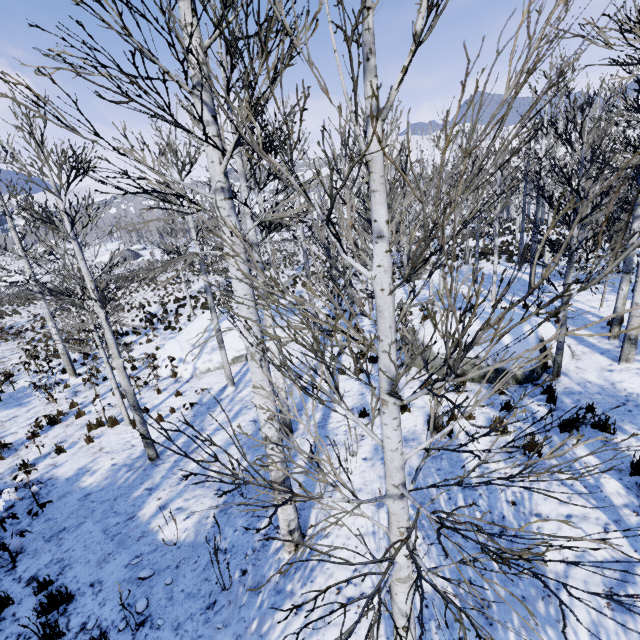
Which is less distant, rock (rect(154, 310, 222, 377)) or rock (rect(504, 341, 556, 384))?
rock (rect(504, 341, 556, 384))

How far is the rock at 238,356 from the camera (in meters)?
14.94

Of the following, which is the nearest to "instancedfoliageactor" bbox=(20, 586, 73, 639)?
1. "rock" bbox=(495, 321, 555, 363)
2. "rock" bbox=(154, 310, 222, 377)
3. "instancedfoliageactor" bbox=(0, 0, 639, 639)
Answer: "rock" bbox=(154, 310, 222, 377)

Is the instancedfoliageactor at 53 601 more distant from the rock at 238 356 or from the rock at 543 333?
the rock at 543 333

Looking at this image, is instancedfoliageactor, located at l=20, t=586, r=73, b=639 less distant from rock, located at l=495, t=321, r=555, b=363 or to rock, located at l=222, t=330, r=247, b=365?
rock, located at l=222, t=330, r=247, b=365

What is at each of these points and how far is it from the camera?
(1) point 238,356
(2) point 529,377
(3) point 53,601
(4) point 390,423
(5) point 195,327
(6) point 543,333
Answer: (1) rock, 14.97m
(2) rock, 8.04m
(3) instancedfoliageactor, 4.79m
(4) instancedfoliageactor, 1.82m
(5) rock, 17.06m
(6) rock, 9.12m

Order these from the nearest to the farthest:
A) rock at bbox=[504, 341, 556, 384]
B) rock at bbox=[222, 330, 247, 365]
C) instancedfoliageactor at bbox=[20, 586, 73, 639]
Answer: instancedfoliageactor at bbox=[20, 586, 73, 639] < rock at bbox=[504, 341, 556, 384] < rock at bbox=[222, 330, 247, 365]

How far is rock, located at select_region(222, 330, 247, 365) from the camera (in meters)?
A: 14.94
